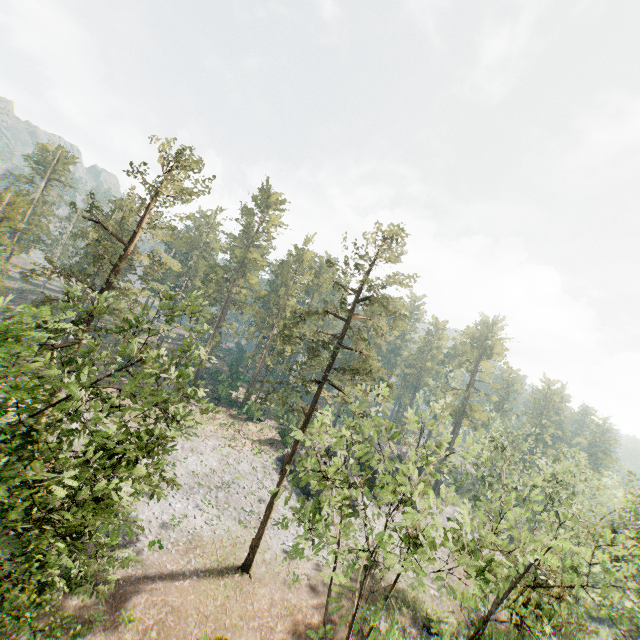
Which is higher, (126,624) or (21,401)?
(21,401)

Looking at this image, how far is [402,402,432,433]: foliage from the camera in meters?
13.7

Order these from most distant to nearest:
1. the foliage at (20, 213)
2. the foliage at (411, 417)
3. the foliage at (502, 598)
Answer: the foliage at (20, 213) < the foliage at (411, 417) < the foliage at (502, 598)

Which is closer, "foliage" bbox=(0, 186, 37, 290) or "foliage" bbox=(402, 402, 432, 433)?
"foliage" bbox=(402, 402, 432, 433)

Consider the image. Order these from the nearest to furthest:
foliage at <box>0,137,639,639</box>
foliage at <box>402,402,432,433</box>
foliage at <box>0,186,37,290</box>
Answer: foliage at <box>0,137,639,639</box>, foliage at <box>402,402,432,433</box>, foliage at <box>0,186,37,290</box>

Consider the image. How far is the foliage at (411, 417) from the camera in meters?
13.7 m
